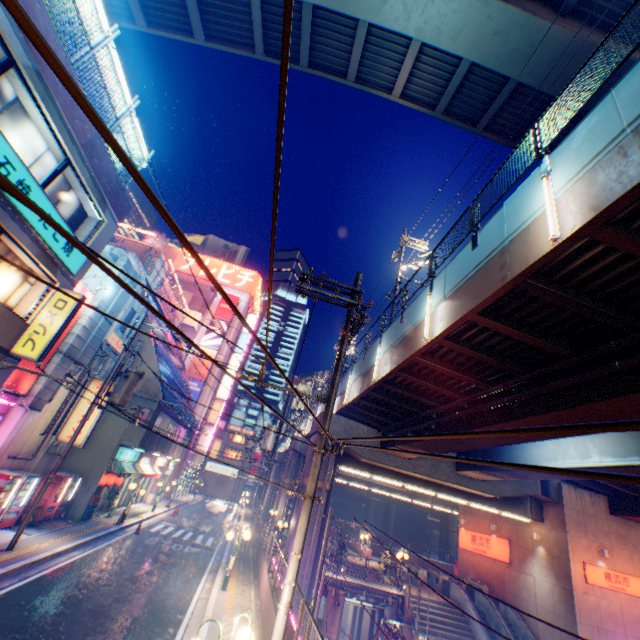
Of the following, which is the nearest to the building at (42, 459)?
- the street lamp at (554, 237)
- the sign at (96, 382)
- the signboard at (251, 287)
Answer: the sign at (96, 382)

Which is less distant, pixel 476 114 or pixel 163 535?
pixel 476 114

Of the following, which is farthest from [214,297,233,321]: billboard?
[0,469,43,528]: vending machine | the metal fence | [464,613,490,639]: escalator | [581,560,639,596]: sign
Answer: [581,560,639,596]: sign

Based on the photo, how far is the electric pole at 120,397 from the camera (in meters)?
14.05

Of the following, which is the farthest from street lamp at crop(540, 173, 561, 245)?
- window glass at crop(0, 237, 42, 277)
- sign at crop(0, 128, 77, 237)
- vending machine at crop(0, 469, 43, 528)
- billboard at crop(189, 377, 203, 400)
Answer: billboard at crop(189, 377, 203, 400)

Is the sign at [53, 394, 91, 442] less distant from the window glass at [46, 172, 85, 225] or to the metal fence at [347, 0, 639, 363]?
the metal fence at [347, 0, 639, 363]

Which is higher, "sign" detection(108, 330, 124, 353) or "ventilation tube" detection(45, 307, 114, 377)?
"sign" detection(108, 330, 124, 353)

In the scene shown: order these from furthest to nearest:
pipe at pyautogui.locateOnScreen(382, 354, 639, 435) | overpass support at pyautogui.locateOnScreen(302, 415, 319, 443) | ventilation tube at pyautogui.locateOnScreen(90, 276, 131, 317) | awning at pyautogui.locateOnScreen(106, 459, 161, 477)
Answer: overpass support at pyautogui.locateOnScreen(302, 415, 319, 443)
awning at pyautogui.locateOnScreen(106, 459, 161, 477)
ventilation tube at pyautogui.locateOnScreen(90, 276, 131, 317)
pipe at pyautogui.locateOnScreen(382, 354, 639, 435)
